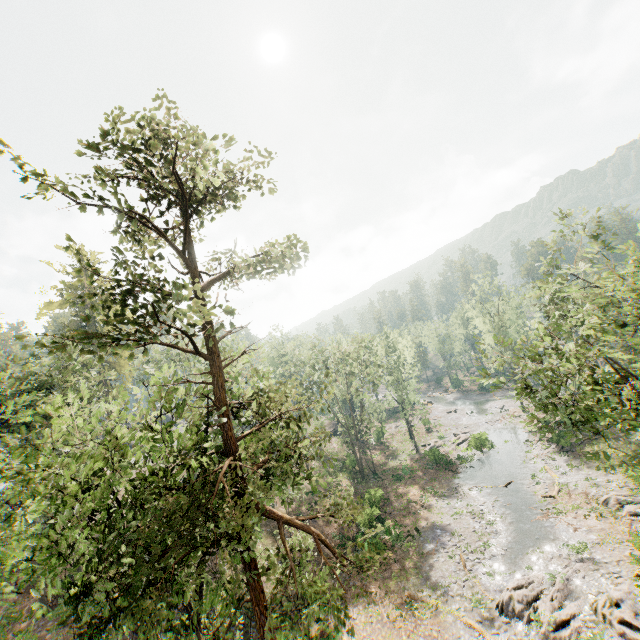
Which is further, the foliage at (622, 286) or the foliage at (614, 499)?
the foliage at (614, 499)

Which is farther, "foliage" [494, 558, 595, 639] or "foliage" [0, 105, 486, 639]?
"foliage" [494, 558, 595, 639]

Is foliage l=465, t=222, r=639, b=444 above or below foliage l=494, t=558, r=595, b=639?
above

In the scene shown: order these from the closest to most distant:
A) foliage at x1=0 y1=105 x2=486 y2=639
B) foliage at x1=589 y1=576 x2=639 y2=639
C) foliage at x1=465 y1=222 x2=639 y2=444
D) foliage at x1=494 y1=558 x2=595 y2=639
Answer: foliage at x1=0 y1=105 x2=486 y2=639, foliage at x1=465 y1=222 x2=639 y2=444, foliage at x1=589 y1=576 x2=639 y2=639, foliage at x1=494 y1=558 x2=595 y2=639

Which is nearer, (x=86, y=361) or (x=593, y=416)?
(x=593, y=416)

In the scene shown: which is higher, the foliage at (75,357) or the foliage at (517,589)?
the foliage at (75,357)
